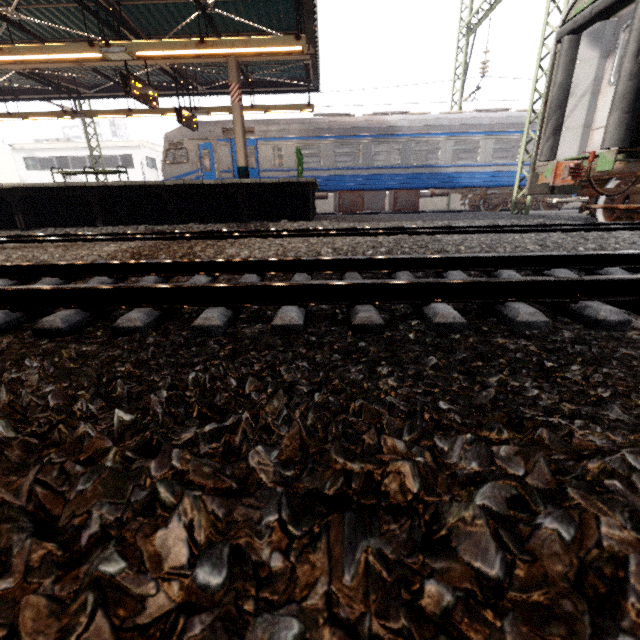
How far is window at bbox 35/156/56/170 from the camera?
29.39m

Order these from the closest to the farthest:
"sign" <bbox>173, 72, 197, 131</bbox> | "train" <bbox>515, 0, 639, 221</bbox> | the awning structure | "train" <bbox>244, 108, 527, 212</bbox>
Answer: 1. "train" <bbox>515, 0, 639, 221</bbox>
2. the awning structure
3. "sign" <bbox>173, 72, 197, 131</bbox>
4. "train" <bbox>244, 108, 527, 212</bbox>

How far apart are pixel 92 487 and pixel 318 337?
1.45m

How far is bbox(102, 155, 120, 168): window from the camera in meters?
29.3

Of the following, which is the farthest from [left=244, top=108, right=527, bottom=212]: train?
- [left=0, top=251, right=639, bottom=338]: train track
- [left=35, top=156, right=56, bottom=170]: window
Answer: [left=35, top=156, right=56, bottom=170]: window

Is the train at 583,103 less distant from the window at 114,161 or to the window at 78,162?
the window at 114,161

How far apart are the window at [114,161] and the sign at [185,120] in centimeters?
2225cm

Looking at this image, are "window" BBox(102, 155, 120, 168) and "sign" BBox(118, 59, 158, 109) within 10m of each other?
no
